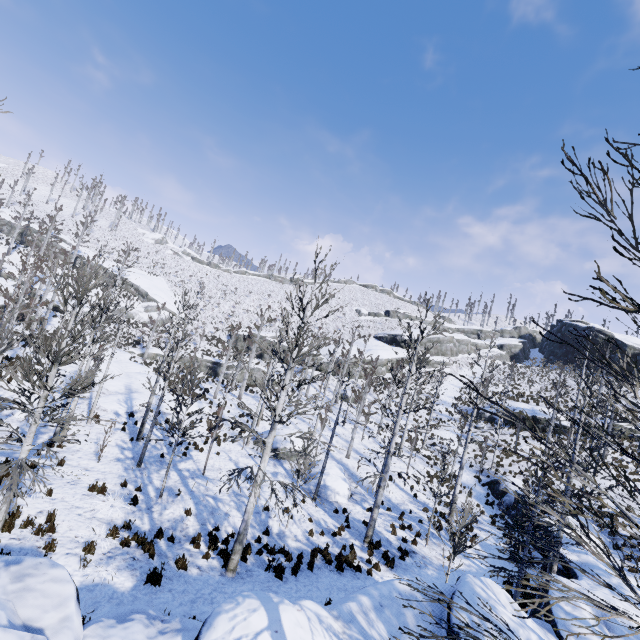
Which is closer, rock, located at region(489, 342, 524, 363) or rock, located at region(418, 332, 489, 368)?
rock, located at region(418, 332, 489, 368)

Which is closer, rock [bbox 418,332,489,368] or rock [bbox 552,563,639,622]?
rock [bbox 552,563,639,622]

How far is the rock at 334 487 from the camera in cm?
1906

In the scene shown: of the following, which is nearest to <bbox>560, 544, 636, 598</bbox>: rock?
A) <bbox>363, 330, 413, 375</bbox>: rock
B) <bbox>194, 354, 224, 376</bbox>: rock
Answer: <bbox>363, 330, 413, 375</bbox>: rock

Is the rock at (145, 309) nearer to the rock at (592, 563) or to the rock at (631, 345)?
the rock at (592, 563)

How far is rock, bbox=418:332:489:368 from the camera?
50.4m

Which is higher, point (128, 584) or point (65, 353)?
point (65, 353)

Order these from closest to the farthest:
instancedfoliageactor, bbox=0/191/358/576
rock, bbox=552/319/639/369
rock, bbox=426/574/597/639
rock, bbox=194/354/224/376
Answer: rock, bbox=426/574/597/639
instancedfoliageactor, bbox=0/191/358/576
rock, bbox=194/354/224/376
rock, bbox=552/319/639/369
